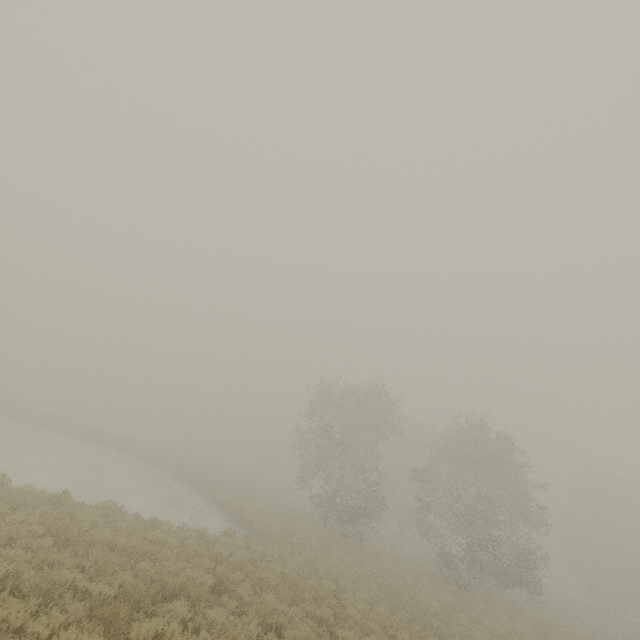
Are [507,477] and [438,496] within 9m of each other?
yes
